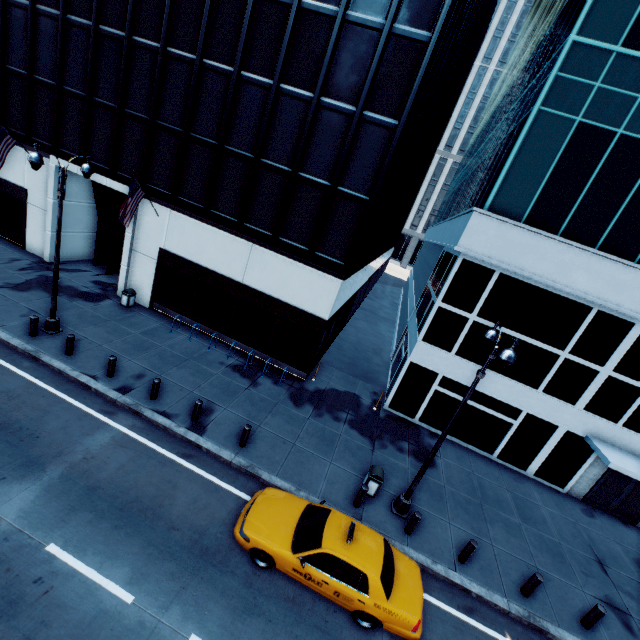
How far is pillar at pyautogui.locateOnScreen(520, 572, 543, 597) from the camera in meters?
10.0

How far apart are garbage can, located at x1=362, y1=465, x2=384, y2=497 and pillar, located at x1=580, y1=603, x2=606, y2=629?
7.1m

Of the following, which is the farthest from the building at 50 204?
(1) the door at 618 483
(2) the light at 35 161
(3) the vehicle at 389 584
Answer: (1) the door at 618 483

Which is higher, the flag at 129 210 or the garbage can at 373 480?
the flag at 129 210

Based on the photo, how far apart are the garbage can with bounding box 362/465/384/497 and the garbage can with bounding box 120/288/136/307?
15.40m

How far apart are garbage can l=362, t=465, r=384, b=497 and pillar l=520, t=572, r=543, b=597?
5.2 meters

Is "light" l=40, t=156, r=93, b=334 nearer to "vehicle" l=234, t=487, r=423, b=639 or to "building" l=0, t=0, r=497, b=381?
"building" l=0, t=0, r=497, b=381

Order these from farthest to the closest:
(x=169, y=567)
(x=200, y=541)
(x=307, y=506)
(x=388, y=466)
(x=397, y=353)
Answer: (x=397, y=353), (x=388, y=466), (x=307, y=506), (x=200, y=541), (x=169, y=567)
